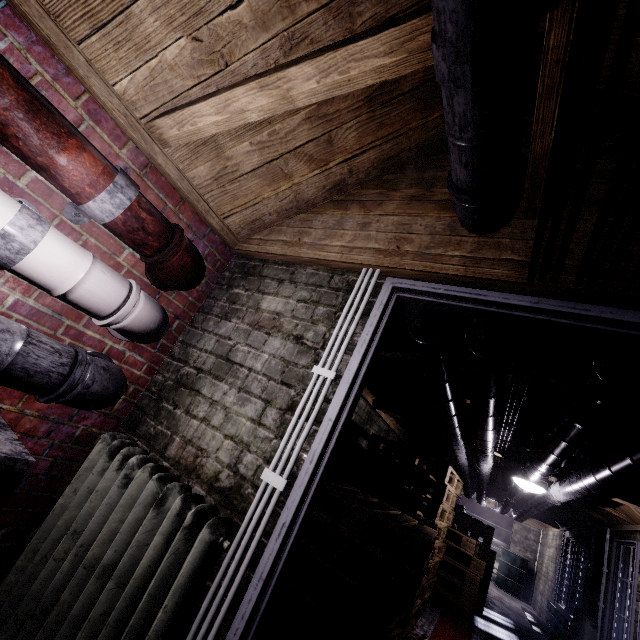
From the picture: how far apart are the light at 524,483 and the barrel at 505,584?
8.4m

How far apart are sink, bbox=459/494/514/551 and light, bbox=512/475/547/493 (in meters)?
8.87

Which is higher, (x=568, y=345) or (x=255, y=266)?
(x=568, y=345)

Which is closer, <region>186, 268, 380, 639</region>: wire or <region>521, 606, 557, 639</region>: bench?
<region>186, 268, 380, 639</region>: wire

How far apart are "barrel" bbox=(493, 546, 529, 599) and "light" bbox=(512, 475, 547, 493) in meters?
8.4 m

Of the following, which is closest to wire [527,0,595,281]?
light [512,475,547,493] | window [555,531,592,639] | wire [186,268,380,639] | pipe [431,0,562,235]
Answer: pipe [431,0,562,235]

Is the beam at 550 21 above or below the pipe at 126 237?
above

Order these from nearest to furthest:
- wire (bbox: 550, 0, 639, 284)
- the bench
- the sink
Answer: wire (bbox: 550, 0, 639, 284) < the bench < the sink
